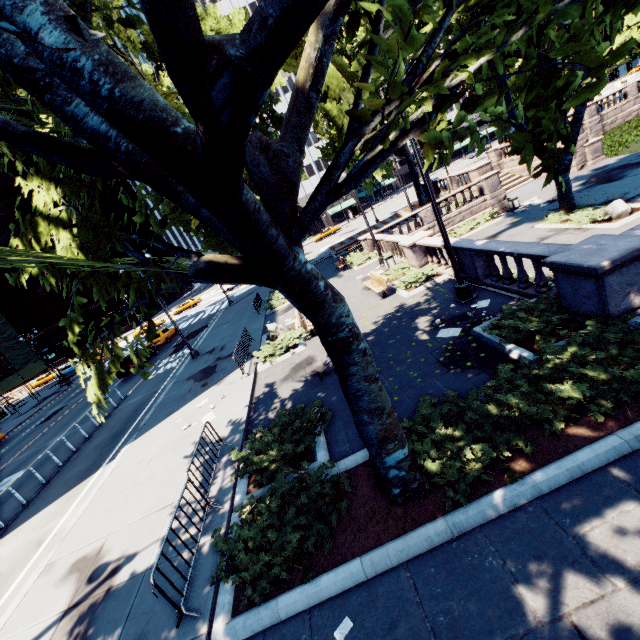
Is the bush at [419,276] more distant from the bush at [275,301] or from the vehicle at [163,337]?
the vehicle at [163,337]

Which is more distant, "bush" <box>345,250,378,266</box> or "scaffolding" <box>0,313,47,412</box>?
"scaffolding" <box>0,313,47,412</box>

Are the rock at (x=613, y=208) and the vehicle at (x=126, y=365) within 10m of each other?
no

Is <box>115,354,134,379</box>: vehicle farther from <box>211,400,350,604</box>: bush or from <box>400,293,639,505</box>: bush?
<box>400,293,639,505</box>: bush

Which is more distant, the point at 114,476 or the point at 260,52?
the point at 114,476

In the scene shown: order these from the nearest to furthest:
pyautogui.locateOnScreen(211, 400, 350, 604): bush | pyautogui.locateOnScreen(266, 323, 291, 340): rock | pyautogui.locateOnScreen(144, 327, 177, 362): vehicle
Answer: pyautogui.locateOnScreen(211, 400, 350, 604): bush
pyautogui.locateOnScreen(266, 323, 291, 340): rock
pyautogui.locateOnScreen(144, 327, 177, 362): vehicle

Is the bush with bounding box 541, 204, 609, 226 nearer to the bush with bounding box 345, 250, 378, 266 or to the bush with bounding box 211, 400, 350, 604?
the bush with bounding box 345, 250, 378, 266

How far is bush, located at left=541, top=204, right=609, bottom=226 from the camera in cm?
1597
